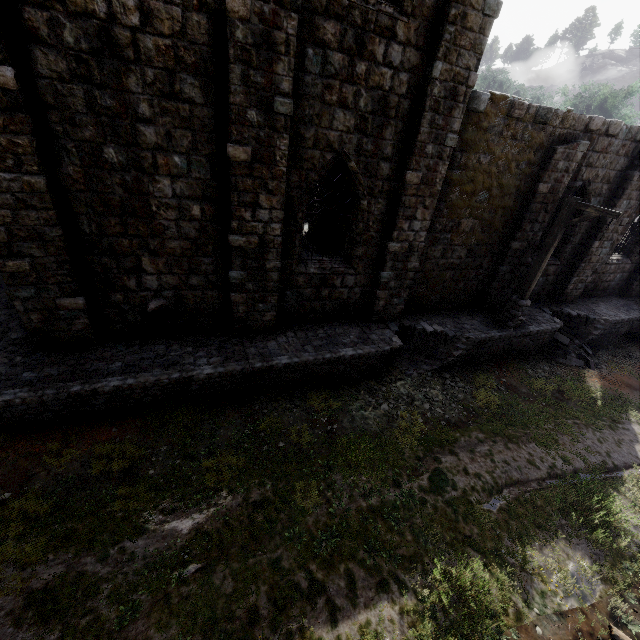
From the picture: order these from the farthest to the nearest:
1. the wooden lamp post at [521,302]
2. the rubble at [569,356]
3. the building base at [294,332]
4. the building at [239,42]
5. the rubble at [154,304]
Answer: the rubble at [569,356]
the wooden lamp post at [521,302]
the rubble at [154,304]
the building base at [294,332]
the building at [239,42]

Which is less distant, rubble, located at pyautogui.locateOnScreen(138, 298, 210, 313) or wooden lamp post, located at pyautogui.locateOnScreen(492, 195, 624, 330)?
rubble, located at pyautogui.locateOnScreen(138, 298, 210, 313)

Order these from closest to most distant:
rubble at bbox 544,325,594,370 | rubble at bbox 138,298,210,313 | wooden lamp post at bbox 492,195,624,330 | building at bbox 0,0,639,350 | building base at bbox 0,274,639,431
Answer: building at bbox 0,0,639,350 → building base at bbox 0,274,639,431 → rubble at bbox 138,298,210,313 → wooden lamp post at bbox 492,195,624,330 → rubble at bbox 544,325,594,370

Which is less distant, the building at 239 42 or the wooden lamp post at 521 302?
the building at 239 42

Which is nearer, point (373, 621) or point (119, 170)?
point (373, 621)

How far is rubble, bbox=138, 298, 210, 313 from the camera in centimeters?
835cm

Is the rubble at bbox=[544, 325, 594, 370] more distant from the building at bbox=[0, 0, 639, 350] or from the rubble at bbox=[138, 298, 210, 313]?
the rubble at bbox=[138, 298, 210, 313]

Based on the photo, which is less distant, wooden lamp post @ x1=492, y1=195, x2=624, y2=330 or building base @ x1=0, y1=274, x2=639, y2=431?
building base @ x1=0, y1=274, x2=639, y2=431
